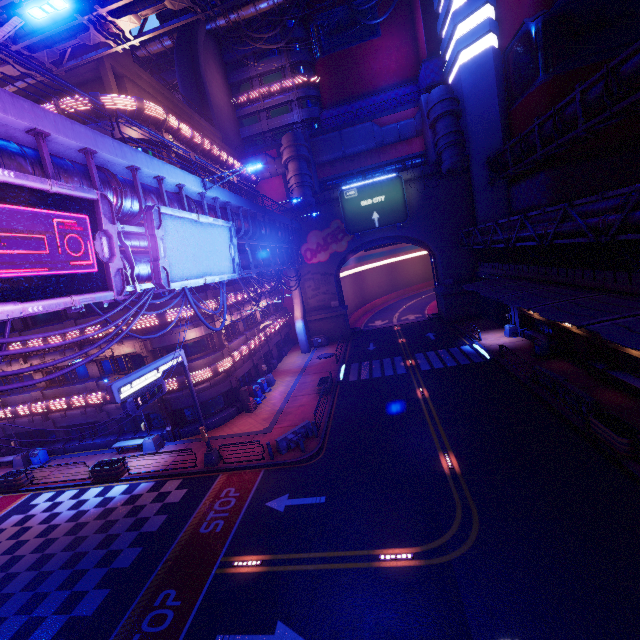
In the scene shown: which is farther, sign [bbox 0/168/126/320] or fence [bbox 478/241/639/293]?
fence [bbox 478/241/639/293]

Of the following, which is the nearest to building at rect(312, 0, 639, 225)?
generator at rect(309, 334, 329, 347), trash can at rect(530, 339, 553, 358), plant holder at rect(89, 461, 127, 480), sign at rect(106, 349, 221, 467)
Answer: trash can at rect(530, 339, 553, 358)

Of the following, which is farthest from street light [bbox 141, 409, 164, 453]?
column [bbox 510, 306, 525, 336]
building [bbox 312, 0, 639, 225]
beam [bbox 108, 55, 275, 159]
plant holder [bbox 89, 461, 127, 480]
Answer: building [bbox 312, 0, 639, 225]

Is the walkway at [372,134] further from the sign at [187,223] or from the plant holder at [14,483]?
the plant holder at [14,483]

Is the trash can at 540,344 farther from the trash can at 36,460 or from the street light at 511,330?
the trash can at 36,460

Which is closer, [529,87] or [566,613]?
[566,613]

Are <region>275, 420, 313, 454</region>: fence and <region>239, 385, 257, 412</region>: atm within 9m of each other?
yes

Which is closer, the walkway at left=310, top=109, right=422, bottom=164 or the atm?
the atm
